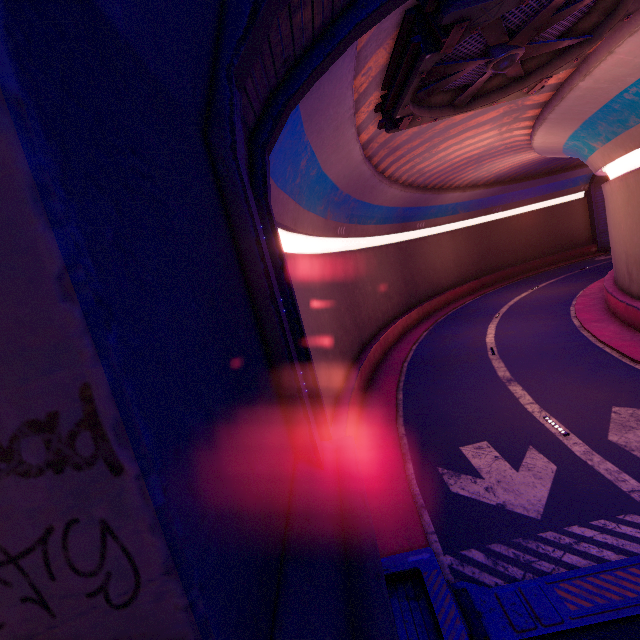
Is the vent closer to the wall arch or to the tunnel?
the tunnel

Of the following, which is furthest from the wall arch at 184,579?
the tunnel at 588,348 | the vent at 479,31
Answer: the vent at 479,31

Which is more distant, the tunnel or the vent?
the vent

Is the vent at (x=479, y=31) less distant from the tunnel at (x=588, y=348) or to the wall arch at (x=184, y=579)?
the tunnel at (x=588, y=348)

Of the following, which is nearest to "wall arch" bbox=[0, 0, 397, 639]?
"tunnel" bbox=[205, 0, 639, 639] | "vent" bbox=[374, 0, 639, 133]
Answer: "tunnel" bbox=[205, 0, 639, 639]

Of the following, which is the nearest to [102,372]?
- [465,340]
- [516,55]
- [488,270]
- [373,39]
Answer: [373,39]

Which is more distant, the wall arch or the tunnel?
the tunnel
